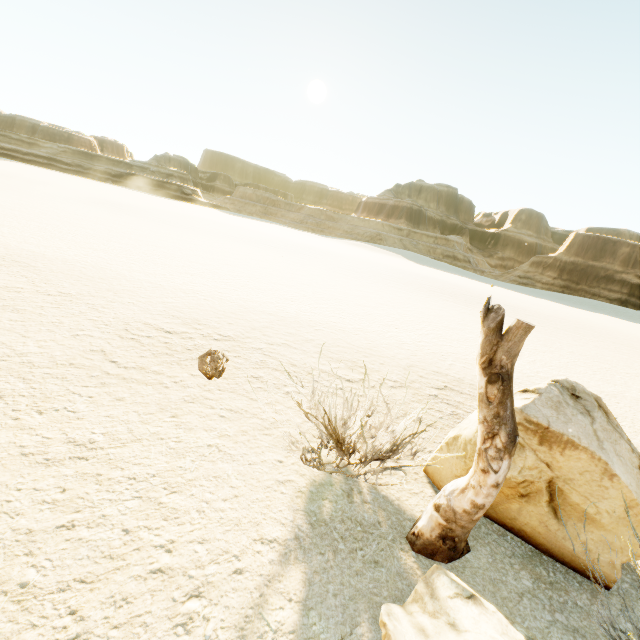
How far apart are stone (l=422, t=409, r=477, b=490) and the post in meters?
0.4

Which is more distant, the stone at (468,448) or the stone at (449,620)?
the stone at (468,448)

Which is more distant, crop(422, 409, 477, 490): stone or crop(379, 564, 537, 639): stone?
crop(422, 409, 477, 490): stone

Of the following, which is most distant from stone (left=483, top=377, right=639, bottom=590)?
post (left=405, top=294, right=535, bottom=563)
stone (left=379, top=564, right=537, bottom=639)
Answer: stone (left=379, top=564, right=537, bottom=639)

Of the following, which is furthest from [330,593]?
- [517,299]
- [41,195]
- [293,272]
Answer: [517,299]

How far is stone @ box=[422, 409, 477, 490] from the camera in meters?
3.4 m

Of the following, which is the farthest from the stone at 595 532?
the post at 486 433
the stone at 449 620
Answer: the stone at 449 620
